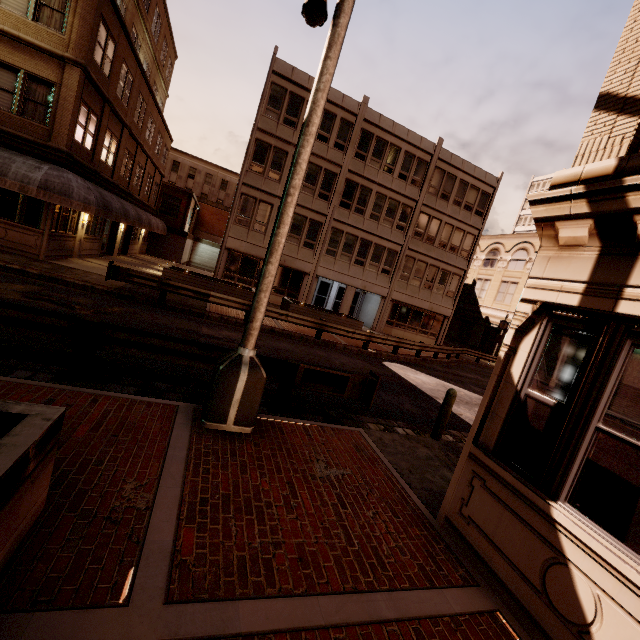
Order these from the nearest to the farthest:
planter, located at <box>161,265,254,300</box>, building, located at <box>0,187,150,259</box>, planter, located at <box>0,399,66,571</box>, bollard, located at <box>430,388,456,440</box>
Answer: planter, located at <box>0,399,66,571</box>, bollard, located at <box>430,388,456,440</box>, building, located at <box>0,187,150,259</box>, planter, located at <box>161,265,254,300</box>

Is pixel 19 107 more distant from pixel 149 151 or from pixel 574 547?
pixel 574 547

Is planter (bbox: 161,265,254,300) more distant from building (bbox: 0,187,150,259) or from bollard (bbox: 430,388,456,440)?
bollard (bbox: 430,388,456,440)

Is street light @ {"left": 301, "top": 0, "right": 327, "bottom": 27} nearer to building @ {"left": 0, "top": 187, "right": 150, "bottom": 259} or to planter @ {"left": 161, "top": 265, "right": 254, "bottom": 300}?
building @ {"left": 0, "top": 187, "right": 150, "bottom": 259}

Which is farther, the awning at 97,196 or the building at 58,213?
the building at 58,213

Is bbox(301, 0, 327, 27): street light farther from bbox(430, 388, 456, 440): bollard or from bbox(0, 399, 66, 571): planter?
bbox(430, 388, 456, 440): bollard

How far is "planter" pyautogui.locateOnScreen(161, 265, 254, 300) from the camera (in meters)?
16.75

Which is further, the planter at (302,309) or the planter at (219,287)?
the planter at (302,309)
